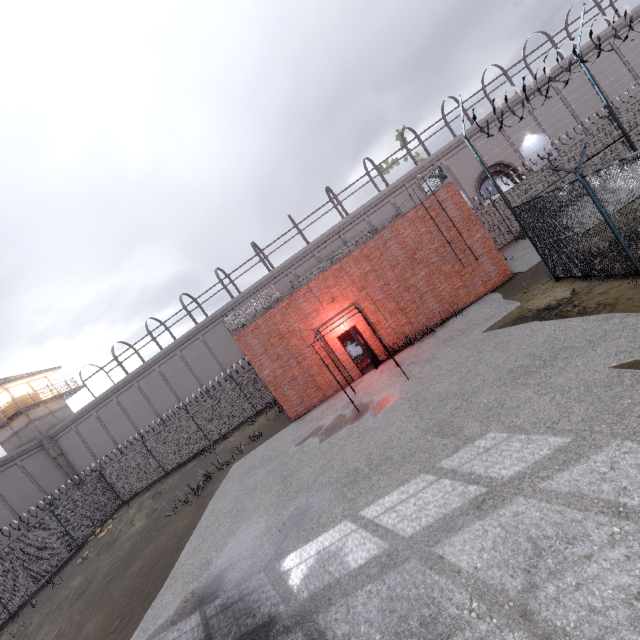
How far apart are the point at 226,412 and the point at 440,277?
16.2m

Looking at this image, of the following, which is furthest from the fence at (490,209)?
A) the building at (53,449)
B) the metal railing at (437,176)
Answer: the building at (53,449)

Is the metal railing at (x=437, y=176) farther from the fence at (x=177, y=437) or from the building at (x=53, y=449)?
the building at (x=53, y=449)

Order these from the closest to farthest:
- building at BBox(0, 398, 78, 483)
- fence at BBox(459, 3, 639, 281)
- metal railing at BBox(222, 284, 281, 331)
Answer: fence at BBox(459, 3, 639, 281)
metal railing at BBox(222, 284, 281, 331)
building at BBox(0, 398, 78, 483)

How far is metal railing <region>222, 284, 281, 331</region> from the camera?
14.9 meters

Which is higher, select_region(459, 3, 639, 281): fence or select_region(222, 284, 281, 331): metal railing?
select_region(222, 284, 281, 331): metal railing

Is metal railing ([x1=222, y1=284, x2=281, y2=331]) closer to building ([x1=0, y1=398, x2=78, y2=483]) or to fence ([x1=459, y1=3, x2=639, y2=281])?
fence ([x1=459, y1=3, x2=639, y2=281])
